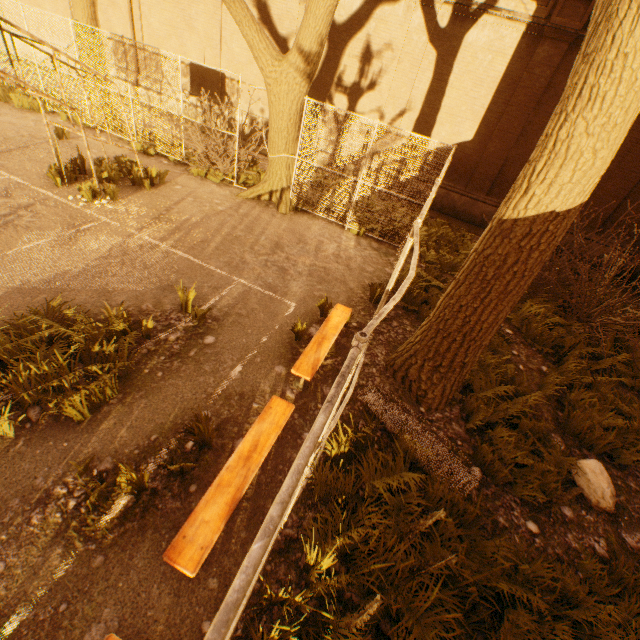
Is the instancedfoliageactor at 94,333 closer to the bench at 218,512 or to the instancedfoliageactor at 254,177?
the bench at 218,512

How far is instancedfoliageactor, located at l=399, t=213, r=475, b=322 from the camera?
7.36m

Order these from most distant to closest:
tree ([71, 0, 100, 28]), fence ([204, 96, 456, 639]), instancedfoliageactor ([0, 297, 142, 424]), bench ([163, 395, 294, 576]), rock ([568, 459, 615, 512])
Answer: tree ([71, 0, 100, 28])
rock ([568, 459, 615, 512])
instancedfoliageactor ([0, 297, 142, 424])
bench ([163, 395, 294, 576])
fence ([204, 96, 456, 639])

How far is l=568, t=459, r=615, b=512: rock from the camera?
4.50m

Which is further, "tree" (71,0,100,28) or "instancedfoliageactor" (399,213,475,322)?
"tree" (71,0,100,28)

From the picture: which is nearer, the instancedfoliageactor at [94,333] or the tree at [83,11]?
the instancedfoliageactor at [94,333]

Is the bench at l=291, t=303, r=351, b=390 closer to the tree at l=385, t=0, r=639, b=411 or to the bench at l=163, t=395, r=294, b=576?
the bench at l=163, t=395, r=294, b=576

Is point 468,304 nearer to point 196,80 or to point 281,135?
point 281,135
